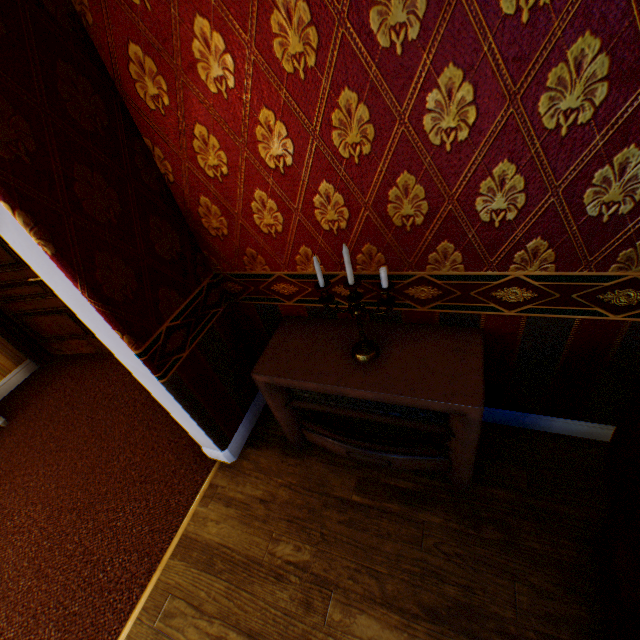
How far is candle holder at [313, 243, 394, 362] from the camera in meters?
1.4

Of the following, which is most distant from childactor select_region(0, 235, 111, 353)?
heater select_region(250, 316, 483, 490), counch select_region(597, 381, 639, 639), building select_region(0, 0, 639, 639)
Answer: counch select_region(597, 381, 639, 639)

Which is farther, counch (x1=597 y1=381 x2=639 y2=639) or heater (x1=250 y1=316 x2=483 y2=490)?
heater (x1=250 y1=316 x2=483 y2=490)

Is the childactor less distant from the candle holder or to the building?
the building

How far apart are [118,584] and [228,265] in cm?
211

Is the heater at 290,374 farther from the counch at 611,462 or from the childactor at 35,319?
the childactor at 35,319

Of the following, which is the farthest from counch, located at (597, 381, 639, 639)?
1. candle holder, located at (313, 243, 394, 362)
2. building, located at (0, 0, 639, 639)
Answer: candle holder, located at (313, 243, 394, 362)

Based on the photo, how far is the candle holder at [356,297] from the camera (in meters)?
1.39
